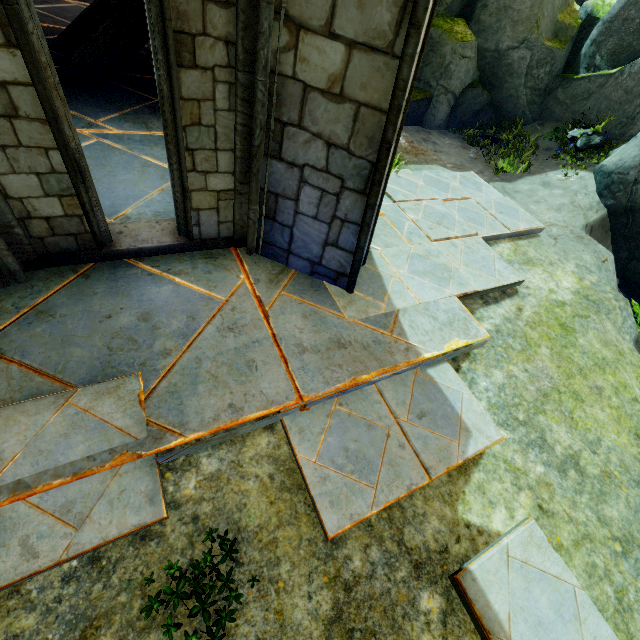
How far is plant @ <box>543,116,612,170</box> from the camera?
8.02m

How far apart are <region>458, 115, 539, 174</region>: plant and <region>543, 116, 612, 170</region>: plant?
0.55m

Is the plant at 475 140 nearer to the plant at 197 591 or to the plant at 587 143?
the plant at 587 143

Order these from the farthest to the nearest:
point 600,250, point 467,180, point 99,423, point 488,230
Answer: point 467,180
point 600,250
point 488,230
point 99,423

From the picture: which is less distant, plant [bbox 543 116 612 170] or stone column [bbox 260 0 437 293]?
stone column [bbox 260 0 437 293]

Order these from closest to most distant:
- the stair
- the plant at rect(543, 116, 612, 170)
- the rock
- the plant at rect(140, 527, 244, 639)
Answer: the plant at rect(140, 527, 244, 639)
the stair
the rock
the plant at rect(543, 116, 612, 170)

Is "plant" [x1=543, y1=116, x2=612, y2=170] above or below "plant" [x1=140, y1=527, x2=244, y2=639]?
above

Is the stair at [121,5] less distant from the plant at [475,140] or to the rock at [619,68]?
the rock at [619,68]
